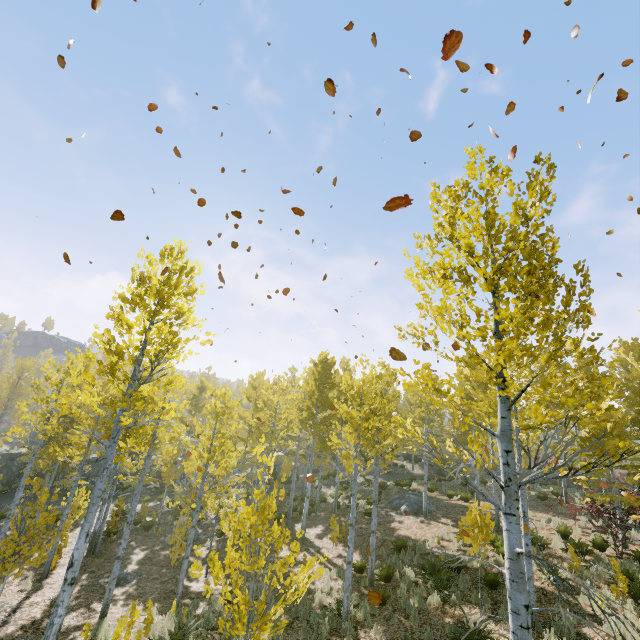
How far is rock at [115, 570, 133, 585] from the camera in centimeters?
1301cm

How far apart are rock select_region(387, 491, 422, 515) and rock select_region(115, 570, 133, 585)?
13.6m

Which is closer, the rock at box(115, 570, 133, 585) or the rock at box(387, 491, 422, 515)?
the rock at box(115, 570, 133, 585)

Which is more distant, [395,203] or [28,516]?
[28,516]

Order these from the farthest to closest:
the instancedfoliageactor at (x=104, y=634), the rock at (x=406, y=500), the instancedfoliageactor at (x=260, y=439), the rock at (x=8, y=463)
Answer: the rock at (x=8, y=463) < the rock at (x=406, y=500) < the instancedfoliageactor at (x=104, y=634) < the instancedfoliageactor at (x=260, y=439)

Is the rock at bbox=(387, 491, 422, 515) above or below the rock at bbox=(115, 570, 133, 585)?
above

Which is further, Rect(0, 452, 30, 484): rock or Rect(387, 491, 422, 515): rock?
Rect(0, 452, 30, 484): rock

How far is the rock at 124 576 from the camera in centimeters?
1301cm
